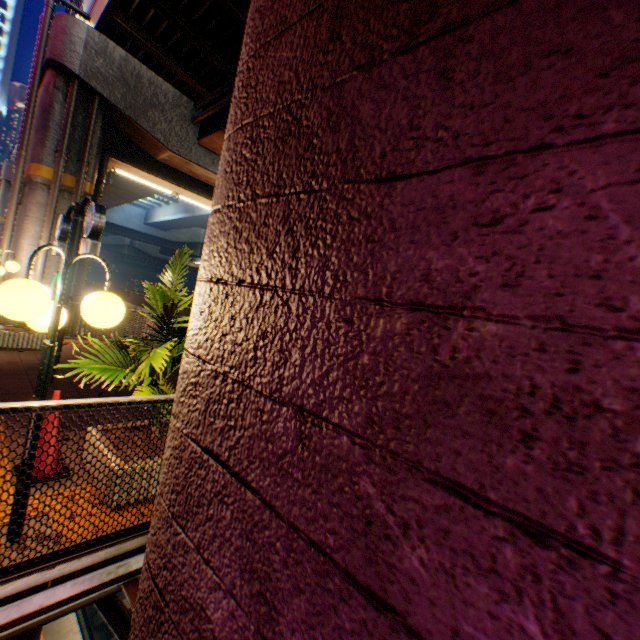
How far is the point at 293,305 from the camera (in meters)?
1.21

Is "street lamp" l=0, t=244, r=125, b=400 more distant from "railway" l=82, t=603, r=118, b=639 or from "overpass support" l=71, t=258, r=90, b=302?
"railway" l=82, t=603, r=118, b=639

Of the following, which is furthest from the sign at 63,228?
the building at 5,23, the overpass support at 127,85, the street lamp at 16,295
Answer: the building at 5,23

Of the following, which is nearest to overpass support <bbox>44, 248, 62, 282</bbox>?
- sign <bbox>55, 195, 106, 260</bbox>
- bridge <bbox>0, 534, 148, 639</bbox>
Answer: bridge <bbox>0, 534, 148, 639</bbox>

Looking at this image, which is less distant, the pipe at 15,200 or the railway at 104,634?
the railway at 104,634

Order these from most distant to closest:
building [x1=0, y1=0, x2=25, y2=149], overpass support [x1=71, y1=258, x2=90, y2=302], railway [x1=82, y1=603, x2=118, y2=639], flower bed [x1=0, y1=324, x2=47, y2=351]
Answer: building [x1=0, y1=0, x2=25, y2=149] → overpass support [x1=71, y1=258, x2=90, y2=302] → railway [x1=82, y1=603, x2=118, y2=639] → flower bed [x1=0, y1=324, x2=47, y2=351]

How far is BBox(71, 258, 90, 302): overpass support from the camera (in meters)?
10.46

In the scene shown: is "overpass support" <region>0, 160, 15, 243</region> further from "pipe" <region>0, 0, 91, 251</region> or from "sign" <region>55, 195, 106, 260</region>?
"sign" <region>55, 195, 106, 260</region>
